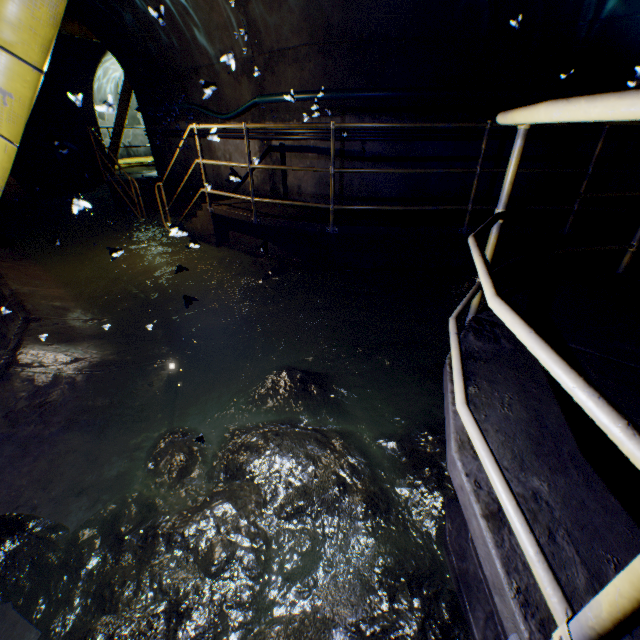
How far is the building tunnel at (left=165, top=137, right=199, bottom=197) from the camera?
7.72m

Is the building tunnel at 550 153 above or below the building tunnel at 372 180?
above

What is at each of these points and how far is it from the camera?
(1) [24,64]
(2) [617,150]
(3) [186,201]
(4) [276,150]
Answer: (1) large conduit, 1.8m
(2) building tunnel, 5.0m
(3) building tunnel, 8.8m
(4) building tunnel, 6.0m

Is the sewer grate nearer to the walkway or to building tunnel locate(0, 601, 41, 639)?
building tunnel locate(0, 601, 41, 639)

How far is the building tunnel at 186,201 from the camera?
8.0m

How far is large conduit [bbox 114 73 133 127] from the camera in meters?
11.6

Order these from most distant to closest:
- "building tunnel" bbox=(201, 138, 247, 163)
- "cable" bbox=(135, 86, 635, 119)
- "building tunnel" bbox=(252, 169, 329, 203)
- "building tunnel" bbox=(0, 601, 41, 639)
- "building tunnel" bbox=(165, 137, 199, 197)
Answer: "building tunnel" bbox=(165, 137, 199, 197)
"building tunnel" bbox=(201, 138, 247, 163)
"building tunnel" bbox=(252, 169, 329, 203)
"cable" bbox=(135, 86, 635, 119)
"building tunnel" bbox=(0, 601, 41, 639)
